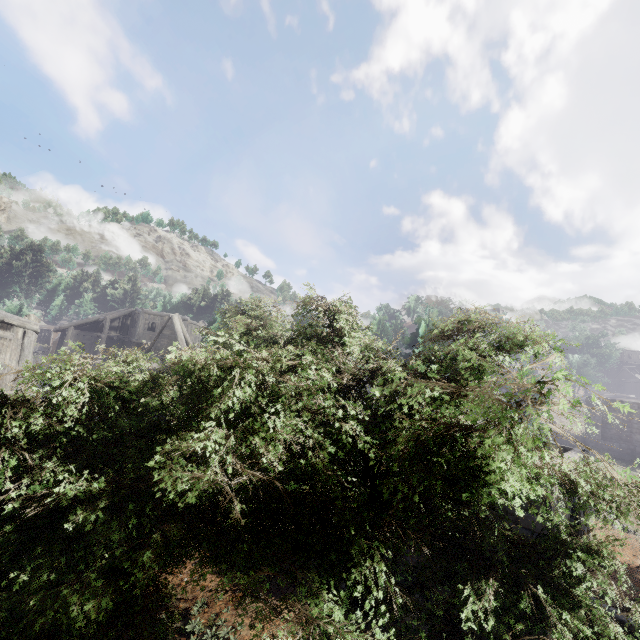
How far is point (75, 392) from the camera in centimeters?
390cm

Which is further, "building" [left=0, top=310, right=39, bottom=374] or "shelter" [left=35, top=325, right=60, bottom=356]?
"shelter" [left=35, top=325, right=60, bottom=356]

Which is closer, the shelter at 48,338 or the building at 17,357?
the building at 17,357

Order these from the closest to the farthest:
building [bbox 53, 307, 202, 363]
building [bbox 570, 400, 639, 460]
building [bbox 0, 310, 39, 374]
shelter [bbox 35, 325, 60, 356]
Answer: building [bbox 0, 310, 39, 374]
building [bbox 53, 307, 202, 363]
building [bbox 570, 400, 639, 460]
shelter [bbox 35, 325, 60, 356]

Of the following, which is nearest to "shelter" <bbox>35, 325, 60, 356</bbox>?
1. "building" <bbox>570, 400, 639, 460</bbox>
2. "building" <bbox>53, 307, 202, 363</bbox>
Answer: "building" <bbox>53, 307, 202, 363</bbox>

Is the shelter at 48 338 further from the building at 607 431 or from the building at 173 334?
the building at 607 431

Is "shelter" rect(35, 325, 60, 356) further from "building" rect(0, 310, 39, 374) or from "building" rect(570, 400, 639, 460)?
"building" rect(570, 400, 639, 460)
